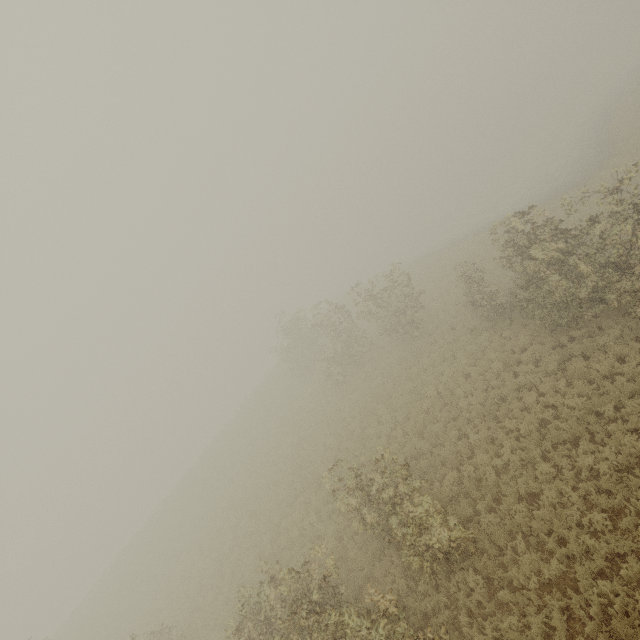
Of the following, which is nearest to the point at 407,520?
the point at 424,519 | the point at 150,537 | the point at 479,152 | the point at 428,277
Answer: the point at 424,519
